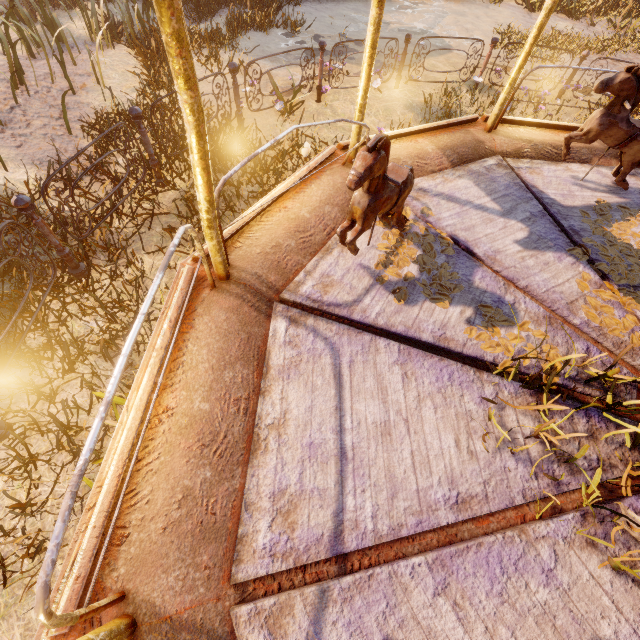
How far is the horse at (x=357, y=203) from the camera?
1.8 meters

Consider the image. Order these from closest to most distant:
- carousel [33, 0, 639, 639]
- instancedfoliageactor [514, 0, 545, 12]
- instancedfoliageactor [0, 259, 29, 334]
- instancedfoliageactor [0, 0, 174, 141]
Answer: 1. carousel [33, 0, 639, 639]
2. instancedfoliageactor [0, 259, 29, 334]
3. instancedfoliageactor [0, 0, 174, 141]
4. instancedfoliageactor [514, 0, 545, 12]

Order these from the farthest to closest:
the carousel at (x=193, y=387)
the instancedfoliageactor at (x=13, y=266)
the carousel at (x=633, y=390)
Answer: the instancedfoliageactor at (x=13, y=266), the carousel at (x=633, y=390), the carousel at (x=193, y=387)

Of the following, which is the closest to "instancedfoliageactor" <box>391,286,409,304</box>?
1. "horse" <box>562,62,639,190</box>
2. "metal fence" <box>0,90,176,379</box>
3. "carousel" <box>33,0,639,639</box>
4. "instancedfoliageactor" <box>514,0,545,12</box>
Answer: "carousel" <box>33,0,639,639</box>

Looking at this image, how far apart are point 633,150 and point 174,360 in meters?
4.6 m

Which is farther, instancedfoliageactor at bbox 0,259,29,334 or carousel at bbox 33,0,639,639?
instancedfoliageactor at bbox 0,259,29,334

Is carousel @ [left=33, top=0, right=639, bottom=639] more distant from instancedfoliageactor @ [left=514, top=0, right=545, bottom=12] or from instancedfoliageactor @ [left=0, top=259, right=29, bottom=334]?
instancedfoliageactor @ [left=514, top=0, right=545, bottom=12]

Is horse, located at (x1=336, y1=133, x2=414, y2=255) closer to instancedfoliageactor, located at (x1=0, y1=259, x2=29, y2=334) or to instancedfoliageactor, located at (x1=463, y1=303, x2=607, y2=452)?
instancedfoliageactor, located at (x1=0, y1=259, x2=29, y2=334)
